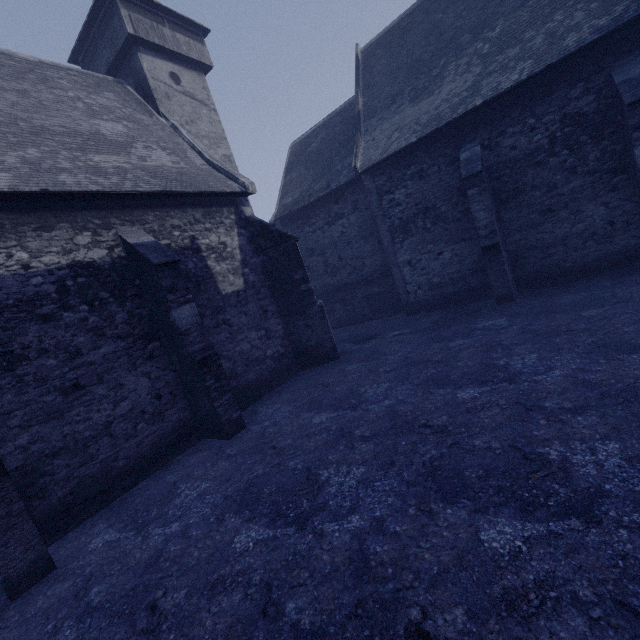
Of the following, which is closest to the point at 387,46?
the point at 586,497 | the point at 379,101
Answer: the point at 379,101
